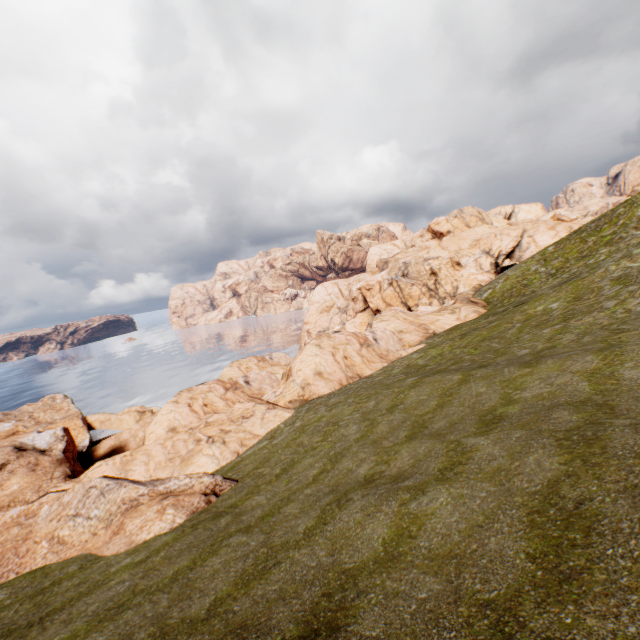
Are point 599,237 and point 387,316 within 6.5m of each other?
no
